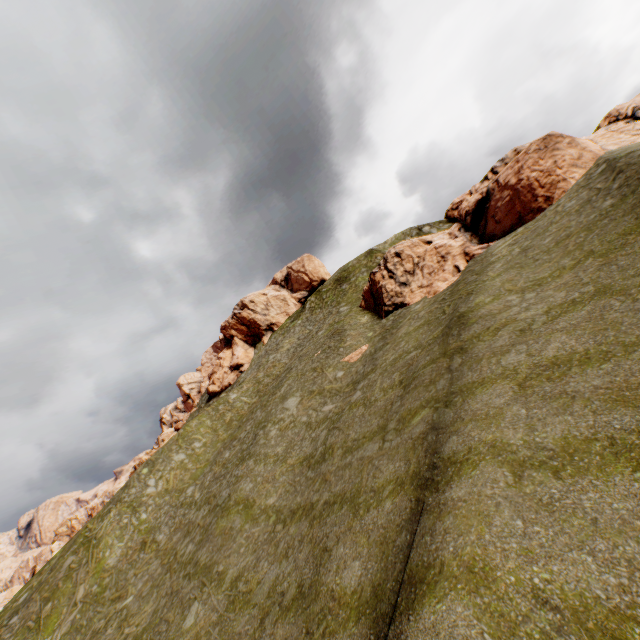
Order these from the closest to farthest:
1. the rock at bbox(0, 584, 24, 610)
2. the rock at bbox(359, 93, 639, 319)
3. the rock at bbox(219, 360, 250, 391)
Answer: the rock at bbox(359, 93, 639, 319) < the rock at bbox(0, 584, 24, 610) < the rock at bbox(219, 360, 250, 391)

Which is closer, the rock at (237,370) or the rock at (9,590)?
→ the rock at (9,590)

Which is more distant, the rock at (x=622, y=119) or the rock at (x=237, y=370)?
the rock at (x=237, y=370)

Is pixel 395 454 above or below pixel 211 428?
below

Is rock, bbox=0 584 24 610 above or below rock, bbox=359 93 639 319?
below

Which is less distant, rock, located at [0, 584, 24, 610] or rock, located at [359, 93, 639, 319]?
rock, located at [359, 93, 639, 319]

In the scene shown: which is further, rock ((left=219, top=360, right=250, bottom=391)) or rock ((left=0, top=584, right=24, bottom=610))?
rock ((left=219, top=360, right=250, bottom=391))
